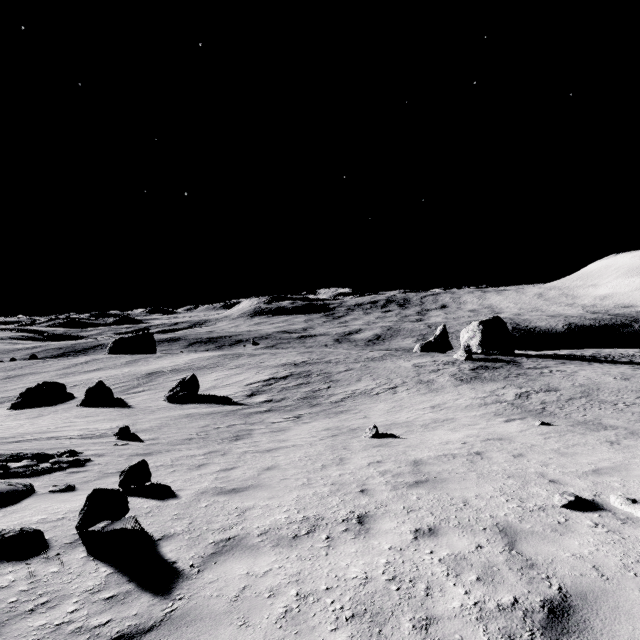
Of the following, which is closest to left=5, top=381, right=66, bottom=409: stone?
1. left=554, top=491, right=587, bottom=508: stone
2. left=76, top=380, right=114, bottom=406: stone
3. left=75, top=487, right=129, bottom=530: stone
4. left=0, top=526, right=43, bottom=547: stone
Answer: left=76, top=380, right=114, bottom=406: stone

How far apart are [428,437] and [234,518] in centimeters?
901cm

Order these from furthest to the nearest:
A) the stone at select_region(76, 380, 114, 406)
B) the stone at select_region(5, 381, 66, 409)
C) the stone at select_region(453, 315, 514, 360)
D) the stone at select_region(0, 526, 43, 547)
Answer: the stone at select_region(453, 315, 514, 360), the stone at select_region(5, 381, 66, 409), the stone at select_region(76, 380, 114, 406), the stone at select_region(0, 526, 43, 547)

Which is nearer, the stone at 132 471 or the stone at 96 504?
the stone at 96 504

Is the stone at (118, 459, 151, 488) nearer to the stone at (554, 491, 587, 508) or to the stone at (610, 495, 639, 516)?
the stone at (554, 491, 587, 508)

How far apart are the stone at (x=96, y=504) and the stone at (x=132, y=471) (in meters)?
1.82

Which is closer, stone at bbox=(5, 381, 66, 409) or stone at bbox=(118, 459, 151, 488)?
stone at bbox=(118, 459, 151, 488)

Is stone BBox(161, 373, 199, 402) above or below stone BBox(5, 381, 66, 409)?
above
